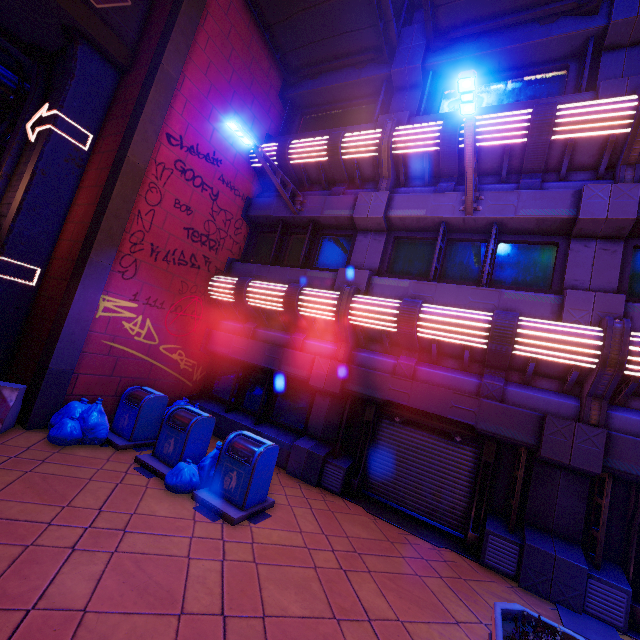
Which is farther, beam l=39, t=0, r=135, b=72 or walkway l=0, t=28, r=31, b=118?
walkway l=0, t=28, r=31, b=118

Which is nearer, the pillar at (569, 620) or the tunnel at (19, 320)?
the pillar at (569, 620)

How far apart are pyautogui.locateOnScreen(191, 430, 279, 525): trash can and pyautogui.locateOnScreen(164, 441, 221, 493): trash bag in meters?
0.0 m

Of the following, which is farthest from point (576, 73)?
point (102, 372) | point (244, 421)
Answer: point (102, 372)

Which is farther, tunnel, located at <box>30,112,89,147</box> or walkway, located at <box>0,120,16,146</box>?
walkway, located at <box>0,120,16,146</box>

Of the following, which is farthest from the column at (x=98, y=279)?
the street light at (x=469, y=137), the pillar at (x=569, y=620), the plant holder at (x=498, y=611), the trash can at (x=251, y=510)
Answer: the pillar at (x=569, y=620)

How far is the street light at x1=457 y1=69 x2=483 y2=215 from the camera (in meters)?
4.91

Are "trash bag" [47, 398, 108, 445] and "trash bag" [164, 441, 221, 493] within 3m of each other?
yes
